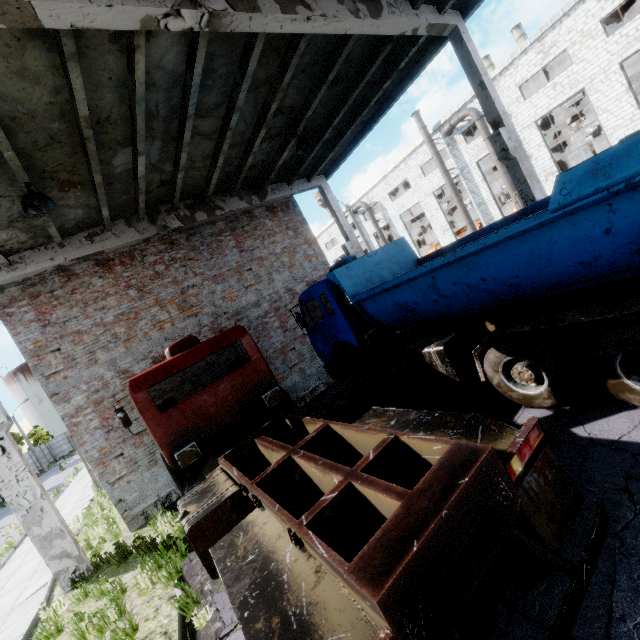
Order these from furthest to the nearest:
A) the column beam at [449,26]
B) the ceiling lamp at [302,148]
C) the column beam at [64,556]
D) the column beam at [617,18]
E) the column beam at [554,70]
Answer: the column beam at [554,70]
the column beam at [617,18]
the ceiling lamp at [302,148]
the column beam at [64,556]
the column beam at [449,26]

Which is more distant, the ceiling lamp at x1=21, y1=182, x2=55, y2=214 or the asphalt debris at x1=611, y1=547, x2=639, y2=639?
the ceiling lamp at x1=21, y1=182, x2=55, y2=214

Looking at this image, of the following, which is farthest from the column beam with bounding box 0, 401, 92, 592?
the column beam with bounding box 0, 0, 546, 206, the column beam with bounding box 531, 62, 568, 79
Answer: the column beam with bounding box 531, 62, 568, 79

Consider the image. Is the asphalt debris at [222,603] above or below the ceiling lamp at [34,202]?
below

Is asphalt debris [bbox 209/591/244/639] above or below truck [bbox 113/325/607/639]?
below

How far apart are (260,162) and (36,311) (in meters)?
8.07

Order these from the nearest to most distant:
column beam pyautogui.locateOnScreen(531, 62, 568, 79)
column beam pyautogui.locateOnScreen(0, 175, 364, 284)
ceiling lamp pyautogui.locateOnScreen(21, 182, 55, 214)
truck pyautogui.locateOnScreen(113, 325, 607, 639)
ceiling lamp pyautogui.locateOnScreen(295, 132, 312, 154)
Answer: truck pyautogui.locateOnScreen(113, 325, 607, 639), ceiling lamp pyautogui.locateOnScreen(21, 182, 55, 214), column beam pyautogui.locateOnScreen(0, 175, 364, 284), ceiling lamp pyautogui.locateOnScreen(295, 132, 312, 154), column beam pyautogui.locateOnScreen(531, 62, 568, 79)

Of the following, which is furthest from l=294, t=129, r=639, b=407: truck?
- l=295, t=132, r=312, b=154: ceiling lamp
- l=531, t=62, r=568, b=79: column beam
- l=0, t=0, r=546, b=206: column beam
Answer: l=531, t=62, r=568, b=79: column beam
